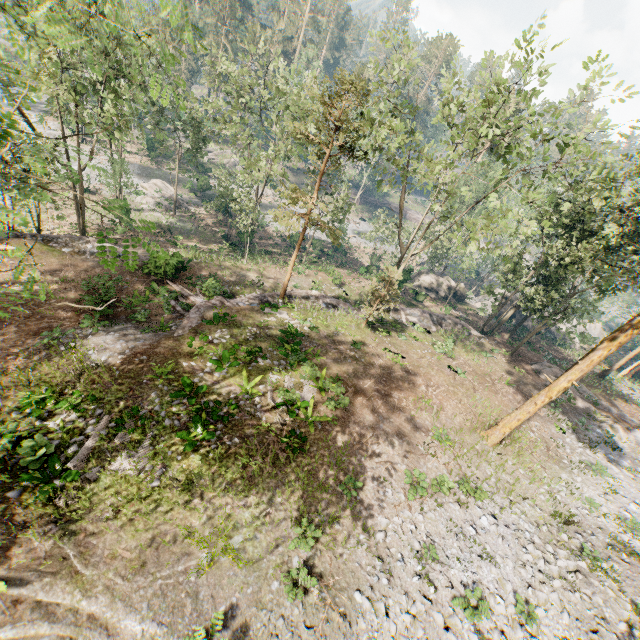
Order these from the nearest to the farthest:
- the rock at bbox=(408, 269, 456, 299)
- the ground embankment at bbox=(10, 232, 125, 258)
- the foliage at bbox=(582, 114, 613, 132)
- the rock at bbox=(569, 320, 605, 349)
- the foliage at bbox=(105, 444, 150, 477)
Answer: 1. the foliage at bbox=(105, 444, 150, 477)
2. the foliage at bbox=(582, 114, 613, 132)
3. the ground embankment at bbox=(10, 232, 125, 258)
4. the rock at bbox=(408, 269, 456, 299)
5. the rock at bbox=(569, 320, 605, 349)

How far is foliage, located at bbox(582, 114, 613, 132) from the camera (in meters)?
13.41

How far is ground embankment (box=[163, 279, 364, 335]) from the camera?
19.5m

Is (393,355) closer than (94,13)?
Yes

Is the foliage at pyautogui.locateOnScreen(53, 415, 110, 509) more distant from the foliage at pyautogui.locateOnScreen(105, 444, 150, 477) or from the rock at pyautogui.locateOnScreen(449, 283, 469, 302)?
the rock at pyautogui.locateOnScreen(449, 283, 469, 302)

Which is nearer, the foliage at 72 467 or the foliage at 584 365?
the foliage at 72 467

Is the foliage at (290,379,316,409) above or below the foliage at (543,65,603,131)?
below

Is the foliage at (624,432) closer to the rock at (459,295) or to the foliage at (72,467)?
the rock at (459,295)
